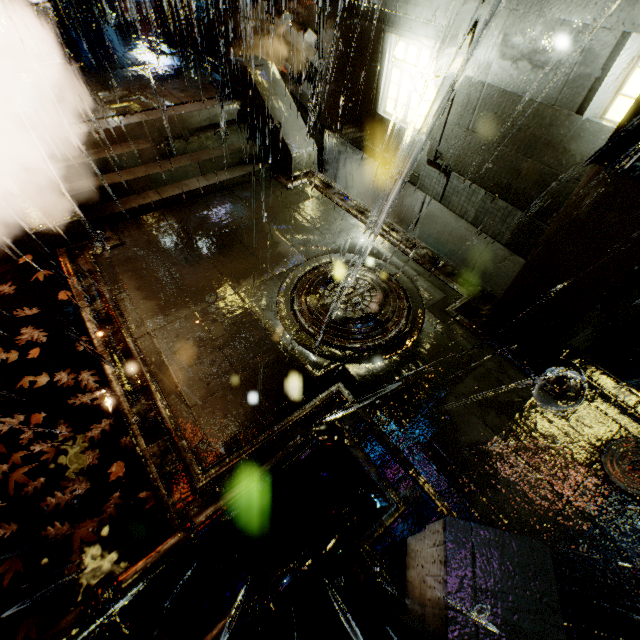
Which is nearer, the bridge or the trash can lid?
the bridge

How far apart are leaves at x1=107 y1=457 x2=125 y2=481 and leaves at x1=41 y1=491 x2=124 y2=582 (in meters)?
0.18

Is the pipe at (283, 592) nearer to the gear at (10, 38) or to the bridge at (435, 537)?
the bridge at (435, 537)

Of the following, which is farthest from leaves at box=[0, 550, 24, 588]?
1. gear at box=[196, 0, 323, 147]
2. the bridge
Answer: gear at box=[196, 0, 323, 147]

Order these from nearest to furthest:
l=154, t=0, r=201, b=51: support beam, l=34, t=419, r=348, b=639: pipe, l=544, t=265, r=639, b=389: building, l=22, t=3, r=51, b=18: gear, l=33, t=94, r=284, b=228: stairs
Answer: l=34, t=419, r=348, b=639: pipe < l=544, t=265, r=639, b=389: building < l=33, t=94, r=284, b=228: stairs < l=154, t=0, r=201, b=51: support beam < l=22, t=3, r=51, b=18: gear

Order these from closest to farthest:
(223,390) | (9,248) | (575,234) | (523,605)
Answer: (523,605) < (575,234) < (223,390) < (9,248)

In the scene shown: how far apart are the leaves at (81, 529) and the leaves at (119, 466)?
0.2 meters

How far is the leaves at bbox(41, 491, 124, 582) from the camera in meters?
4.0
